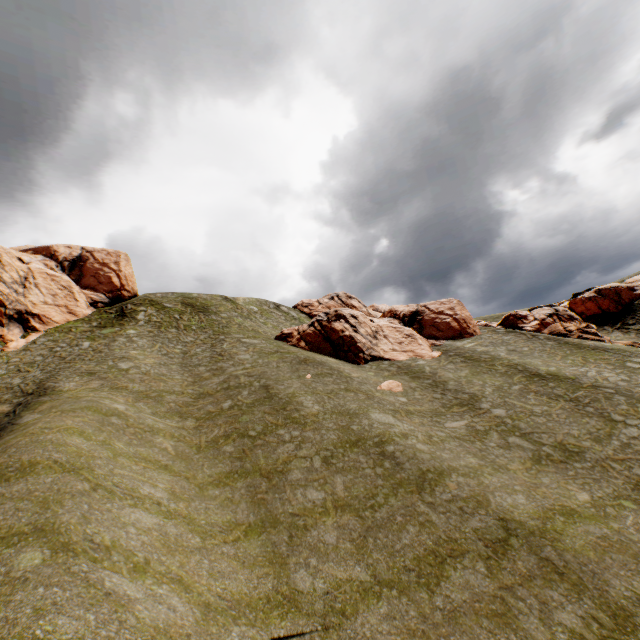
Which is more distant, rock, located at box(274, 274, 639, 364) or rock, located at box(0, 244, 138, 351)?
rock, located at box(274, 274, 639, 364)

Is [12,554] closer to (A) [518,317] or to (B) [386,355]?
(B) [386,355]

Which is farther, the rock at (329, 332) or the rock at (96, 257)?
the rock at (329, 332)

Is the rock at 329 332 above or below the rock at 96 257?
below

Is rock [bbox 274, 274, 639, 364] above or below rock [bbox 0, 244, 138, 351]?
below
